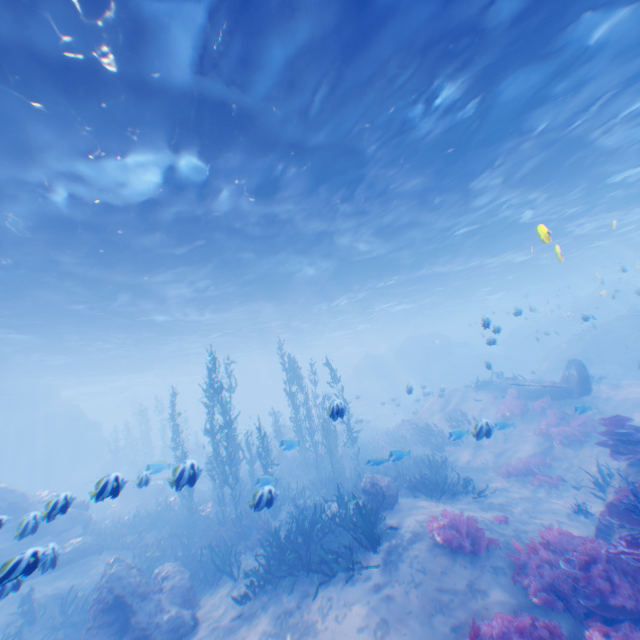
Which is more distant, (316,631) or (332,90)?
(332,90)

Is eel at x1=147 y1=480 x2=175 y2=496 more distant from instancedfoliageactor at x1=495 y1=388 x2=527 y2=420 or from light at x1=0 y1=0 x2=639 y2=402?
instancedfoliageactor at x1=495 y1=388 x2=527 y2=420

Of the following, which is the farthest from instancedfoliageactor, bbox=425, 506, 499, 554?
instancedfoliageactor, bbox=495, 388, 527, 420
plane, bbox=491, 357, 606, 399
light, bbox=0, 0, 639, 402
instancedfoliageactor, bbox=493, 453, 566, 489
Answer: plane, bbox=491, 357, 606, 399

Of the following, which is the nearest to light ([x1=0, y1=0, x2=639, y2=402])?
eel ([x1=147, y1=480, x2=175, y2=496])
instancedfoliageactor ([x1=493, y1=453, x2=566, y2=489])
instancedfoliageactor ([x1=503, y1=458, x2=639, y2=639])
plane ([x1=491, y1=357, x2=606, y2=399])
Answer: plane ([x1=491, y1=357, x2=606, y2=399])

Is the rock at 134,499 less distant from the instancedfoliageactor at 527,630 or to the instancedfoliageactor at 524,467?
the instancedfoliageactor at 527,630

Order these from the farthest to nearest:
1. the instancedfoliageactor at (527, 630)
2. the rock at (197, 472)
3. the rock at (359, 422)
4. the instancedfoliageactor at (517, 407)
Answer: the rock at (359, 422), the instancedfoliageactor at (517, 407), the rock at (197, 472), the instancedfoliageactor at (527, 630)

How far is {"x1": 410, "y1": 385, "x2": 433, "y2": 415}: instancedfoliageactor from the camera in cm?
2181

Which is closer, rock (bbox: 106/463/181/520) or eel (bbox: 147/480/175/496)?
rock (bbox: 106/463/181/520)
